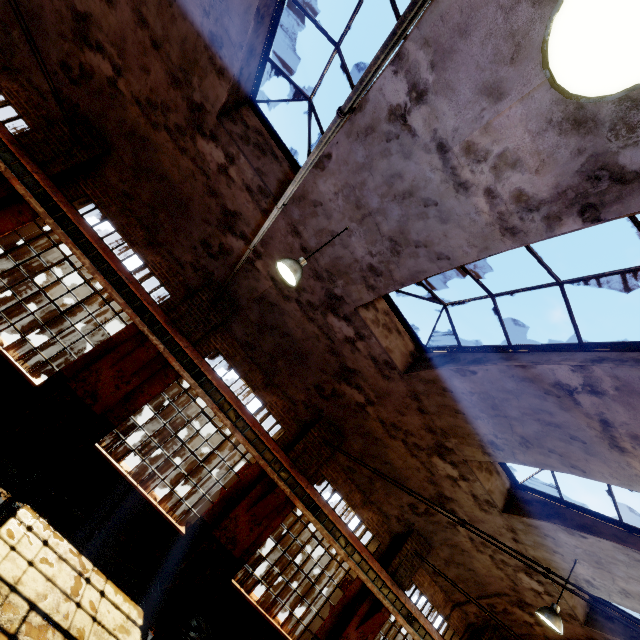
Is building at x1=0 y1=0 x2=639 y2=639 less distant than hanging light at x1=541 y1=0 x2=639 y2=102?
No

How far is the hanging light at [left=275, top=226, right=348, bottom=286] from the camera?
5.5m

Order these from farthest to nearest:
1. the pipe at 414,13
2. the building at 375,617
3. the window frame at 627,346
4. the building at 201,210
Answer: the building at 375,617 < the window frame at 627,346 < the building at 201,210 < the pipe at 414,13

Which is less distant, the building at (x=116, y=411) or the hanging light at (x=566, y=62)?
the hanging light at (x=566, y=62)

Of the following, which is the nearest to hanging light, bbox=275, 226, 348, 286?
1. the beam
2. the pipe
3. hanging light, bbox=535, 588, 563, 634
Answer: the pipe

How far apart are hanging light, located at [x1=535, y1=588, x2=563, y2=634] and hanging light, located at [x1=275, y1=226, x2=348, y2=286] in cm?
950

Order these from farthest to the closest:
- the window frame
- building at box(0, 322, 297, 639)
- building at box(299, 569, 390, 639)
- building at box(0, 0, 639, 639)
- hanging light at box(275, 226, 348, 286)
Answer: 1. building at box(299, 569, 390, 639)
2. building at box(0, 322, 297, 639)
3. hanging light at box(275, 226, 348, 286)
4. the window frame
5. building at box(0, 0, 639, 639)

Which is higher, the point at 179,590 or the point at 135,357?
the point at 135,357
